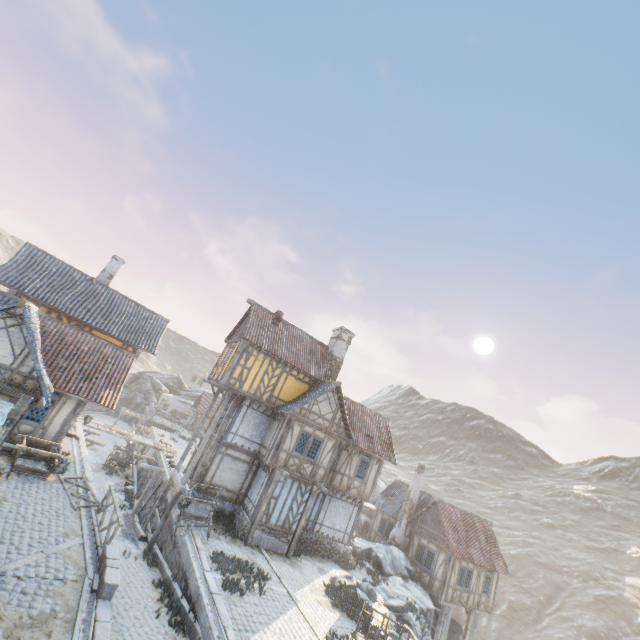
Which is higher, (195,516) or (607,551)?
(607,551)

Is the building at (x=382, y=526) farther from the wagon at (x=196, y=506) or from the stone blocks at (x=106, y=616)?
the wagon at (x=196, y=506)

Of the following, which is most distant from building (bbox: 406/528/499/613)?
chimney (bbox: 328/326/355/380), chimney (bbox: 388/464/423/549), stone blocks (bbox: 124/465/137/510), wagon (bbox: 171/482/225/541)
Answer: wagon (bbox: 171/482/225/541)

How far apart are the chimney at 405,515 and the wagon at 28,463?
24.4 meters

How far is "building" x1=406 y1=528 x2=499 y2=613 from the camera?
23.1 meters

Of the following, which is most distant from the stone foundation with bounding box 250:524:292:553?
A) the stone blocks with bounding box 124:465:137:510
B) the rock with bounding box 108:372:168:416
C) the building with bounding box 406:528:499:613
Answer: the rock with bounding box 108:372:168:416

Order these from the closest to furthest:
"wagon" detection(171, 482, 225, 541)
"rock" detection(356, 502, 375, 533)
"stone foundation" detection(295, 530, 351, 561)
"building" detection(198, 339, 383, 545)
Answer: "wagon" detection(171, 482, 225, 541) → "building" detection(198, 339, 383, 545) → "stone foundation" detection(295, 530, 351, 561) → "rock" detection(356, 502, 375, 533)

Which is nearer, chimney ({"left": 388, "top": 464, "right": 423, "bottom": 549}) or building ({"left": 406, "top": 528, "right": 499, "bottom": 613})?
building ({"left": 406, "top": 528, "right": 499, "bottom": 613})
